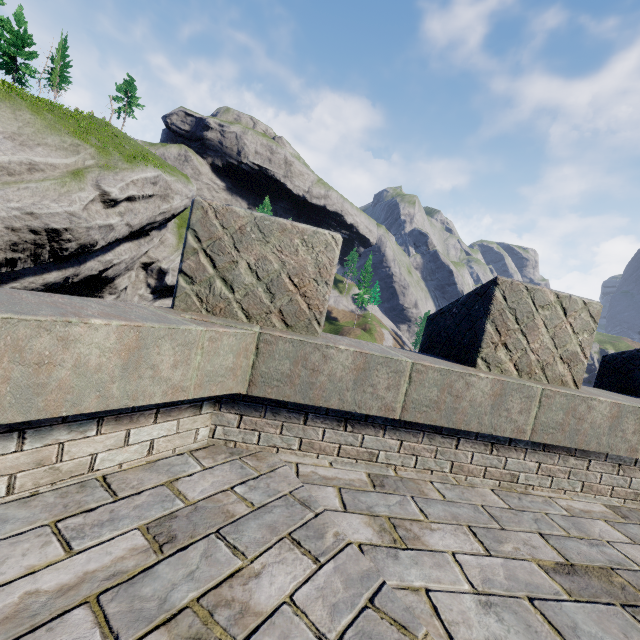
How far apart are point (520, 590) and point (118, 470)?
2.58m
